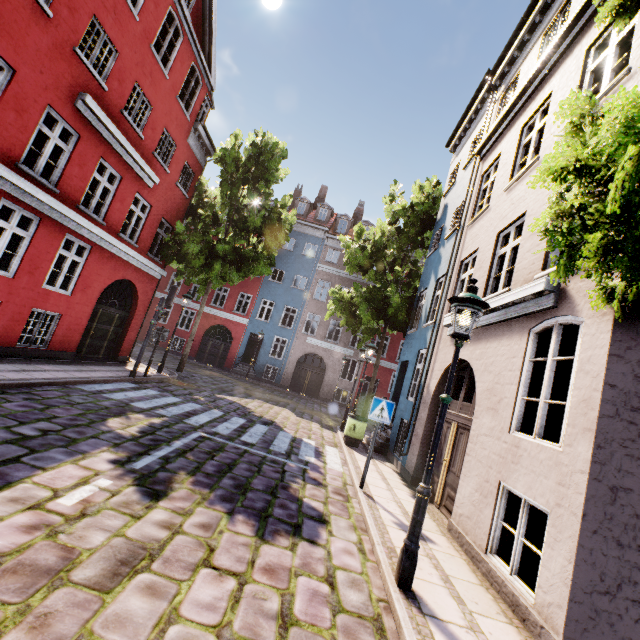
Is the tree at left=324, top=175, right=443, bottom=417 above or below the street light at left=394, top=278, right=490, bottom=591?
above

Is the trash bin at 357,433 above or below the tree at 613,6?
below

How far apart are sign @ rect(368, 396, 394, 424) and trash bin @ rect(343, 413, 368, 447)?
4.2 meters

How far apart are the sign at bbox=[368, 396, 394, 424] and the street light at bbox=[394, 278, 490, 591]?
2.9 meters

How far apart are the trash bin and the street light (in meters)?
7.07

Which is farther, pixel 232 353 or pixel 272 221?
pixel 232 353

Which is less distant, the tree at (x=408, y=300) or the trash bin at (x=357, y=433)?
the trash bin at (x=357, y=433)

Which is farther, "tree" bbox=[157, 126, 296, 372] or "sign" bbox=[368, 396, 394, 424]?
"tree" bbox=[157, 126, 296, 372]
